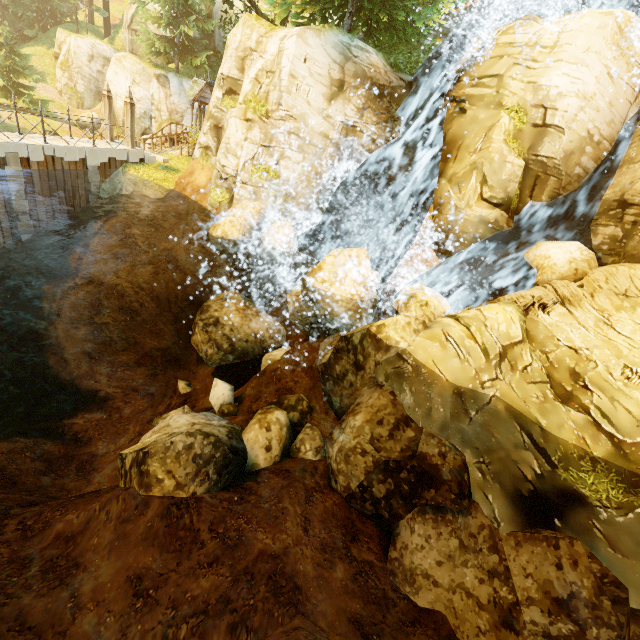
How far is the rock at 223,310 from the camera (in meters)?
13.17

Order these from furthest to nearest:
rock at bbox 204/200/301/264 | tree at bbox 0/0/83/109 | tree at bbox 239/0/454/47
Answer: tree at bbox 0/0/83/109
rock at bbox 204/200/301/264
tree at bbox 239/0/454/47

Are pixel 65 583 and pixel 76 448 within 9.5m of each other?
yes

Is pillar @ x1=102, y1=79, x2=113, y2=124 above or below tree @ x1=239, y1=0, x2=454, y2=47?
below

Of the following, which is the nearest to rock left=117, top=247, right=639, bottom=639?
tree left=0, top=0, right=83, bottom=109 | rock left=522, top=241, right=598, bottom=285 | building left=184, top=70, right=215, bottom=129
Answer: rock left=522, top=241, right=598, bottom=285

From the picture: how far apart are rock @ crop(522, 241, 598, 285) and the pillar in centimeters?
2045cm

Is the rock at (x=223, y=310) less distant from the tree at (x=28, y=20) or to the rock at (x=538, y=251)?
the rock at (x=538, y=251)

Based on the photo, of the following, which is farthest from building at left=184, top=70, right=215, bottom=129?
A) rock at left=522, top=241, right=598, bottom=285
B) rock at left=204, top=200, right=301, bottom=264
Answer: rock at left=522, top=241, right=598, bottom=285
